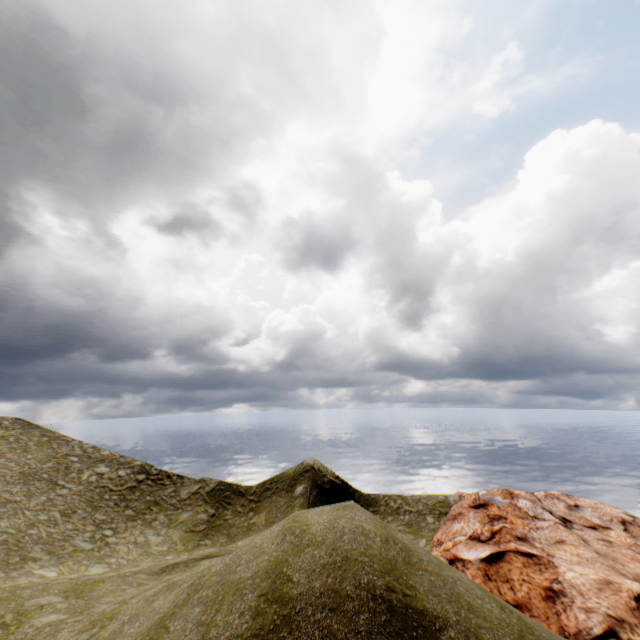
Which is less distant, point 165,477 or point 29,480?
point 29,480
